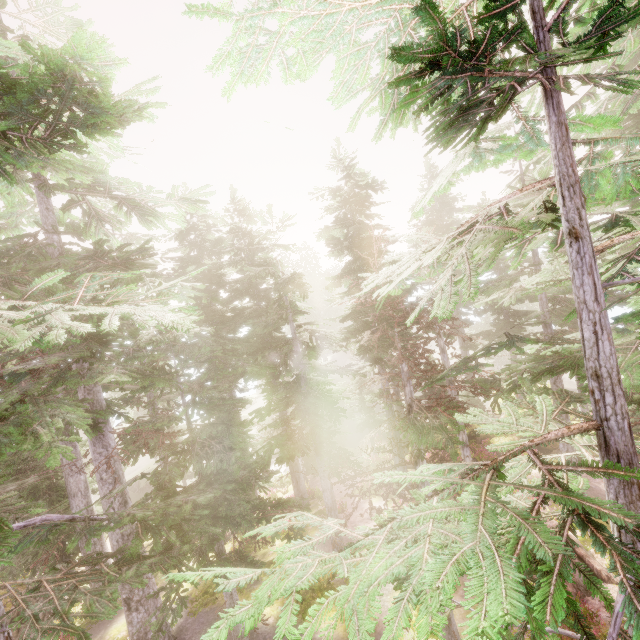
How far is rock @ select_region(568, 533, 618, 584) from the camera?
11.10m

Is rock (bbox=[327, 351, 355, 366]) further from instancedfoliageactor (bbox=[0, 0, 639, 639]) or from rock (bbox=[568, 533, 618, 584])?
rock (bbox=[568, 533, 618, 584])

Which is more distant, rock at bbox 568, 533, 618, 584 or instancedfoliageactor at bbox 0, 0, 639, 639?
rock at bbox 568, 533, 618, 584

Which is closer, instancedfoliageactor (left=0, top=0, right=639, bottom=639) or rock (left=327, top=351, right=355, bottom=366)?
instancedfoliageactor (left=0, top=0, right=639, bottom=639)

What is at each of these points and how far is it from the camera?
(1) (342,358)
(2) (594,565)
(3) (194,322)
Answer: (1) rock, 58.0m
(2) rock, 11.4m
(3) instancedfoliageactor, 20.1m

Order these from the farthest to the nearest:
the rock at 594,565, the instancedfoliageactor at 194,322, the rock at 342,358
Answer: the rock at 342,358
the rock at 594,565
the instancedfoliageactor at 194,322

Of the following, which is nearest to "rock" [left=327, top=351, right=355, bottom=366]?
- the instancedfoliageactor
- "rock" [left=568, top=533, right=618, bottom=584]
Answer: the instancedfoliageactor

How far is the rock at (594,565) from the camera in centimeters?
1110cm
